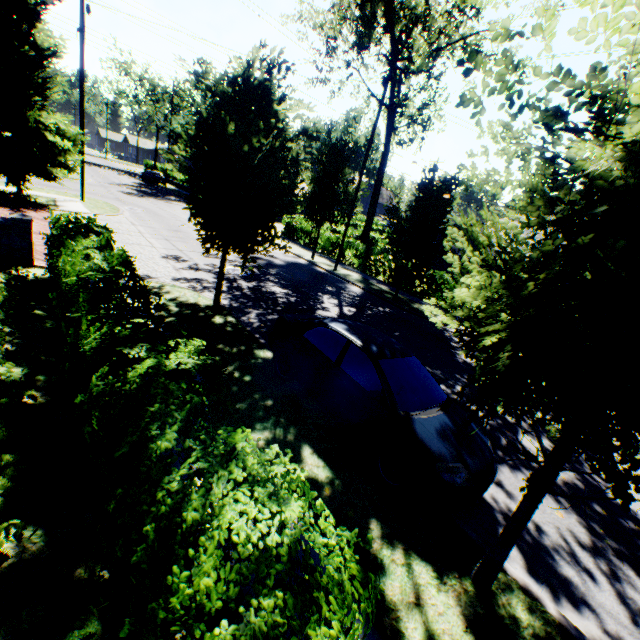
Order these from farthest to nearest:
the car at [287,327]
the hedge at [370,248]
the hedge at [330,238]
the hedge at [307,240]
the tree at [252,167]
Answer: the hedge at [307,240]
the hedge at [330,238]
the hedge at [370,248]
the tree at [252,167]
the car at [287,327]

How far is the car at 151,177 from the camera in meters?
42.3

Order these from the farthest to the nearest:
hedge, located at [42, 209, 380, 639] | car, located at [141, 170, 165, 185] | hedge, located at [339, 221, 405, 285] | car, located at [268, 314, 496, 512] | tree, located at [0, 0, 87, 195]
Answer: car, located at [141, 170, 165, 185]
hedge, located at [339, 221, 405, 285]
tree, located at [0, 0, 87, 195]
car, located at [268, 314, 496, 512]
hedge, located at [42, 209, 380, 639]

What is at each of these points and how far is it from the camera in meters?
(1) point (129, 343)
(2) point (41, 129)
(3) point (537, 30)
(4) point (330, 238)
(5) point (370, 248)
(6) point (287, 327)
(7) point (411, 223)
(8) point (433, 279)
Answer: (1) hedge, 3.9
(2) tree, 15.0
(3) tree, 2.0
(4) hedge, 23.6
(5) hedge, 21.5
(6) car, 6.8
(7) tree, 14.1
(8) hedge, 17.5

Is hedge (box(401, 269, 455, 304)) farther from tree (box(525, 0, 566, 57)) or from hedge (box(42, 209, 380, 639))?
hedge (box(42, 209, 380, 639))

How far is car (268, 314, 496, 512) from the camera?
4.5m

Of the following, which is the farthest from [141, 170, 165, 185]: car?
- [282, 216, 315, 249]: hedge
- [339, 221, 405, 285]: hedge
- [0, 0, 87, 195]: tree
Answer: [282, 216, 315, 249]: hedge

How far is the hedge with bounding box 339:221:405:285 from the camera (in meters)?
19.50
